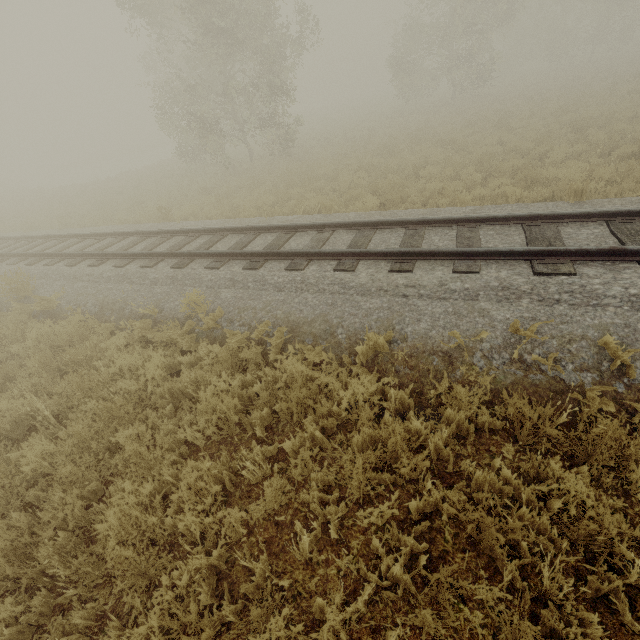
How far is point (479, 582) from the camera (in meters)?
2.76
